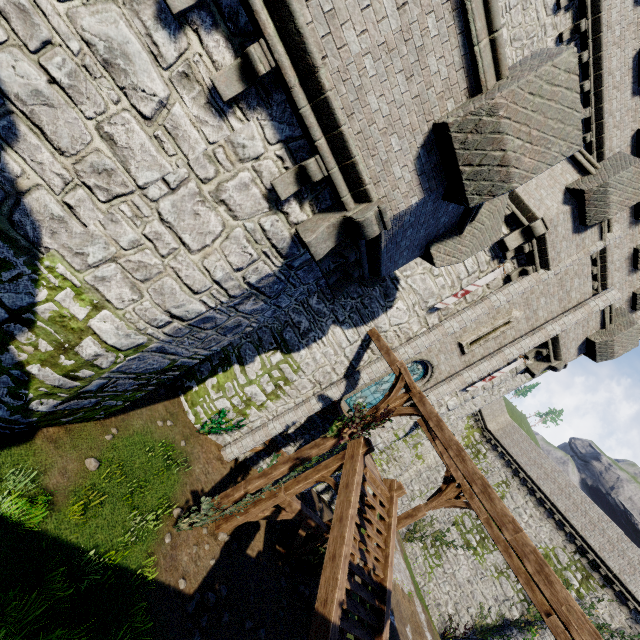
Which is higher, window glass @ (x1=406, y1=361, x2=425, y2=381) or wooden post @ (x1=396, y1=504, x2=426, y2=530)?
window glass @ (x1=406, y1=361, x2=425, y2=381)

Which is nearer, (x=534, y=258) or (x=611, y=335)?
(x=534, y=258)

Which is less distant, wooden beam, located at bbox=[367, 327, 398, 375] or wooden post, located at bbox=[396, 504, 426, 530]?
wooden beam, located at bbox=[367, 327, 398, 375]

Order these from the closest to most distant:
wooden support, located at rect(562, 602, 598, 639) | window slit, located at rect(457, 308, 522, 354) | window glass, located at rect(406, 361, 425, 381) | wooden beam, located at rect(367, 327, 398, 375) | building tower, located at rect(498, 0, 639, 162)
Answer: wooden support, located at rect(562, 602, 598, 639) < wooden beam, located at rect(367, 327, 398, 375) < building tower, located at rect(498, 0, 639, 162) < window slit, located at rect(457, 308, 522, 354) < window glass, located at rect(406, 361, 425, 381)

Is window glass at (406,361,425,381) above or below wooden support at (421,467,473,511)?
above

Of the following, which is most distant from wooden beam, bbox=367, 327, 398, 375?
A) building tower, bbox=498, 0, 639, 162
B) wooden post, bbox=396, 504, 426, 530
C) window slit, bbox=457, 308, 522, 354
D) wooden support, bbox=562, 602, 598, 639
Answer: wooden post, bbox=396, 504, 426, 530

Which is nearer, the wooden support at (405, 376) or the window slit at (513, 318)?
the wooden support at (405, 376)

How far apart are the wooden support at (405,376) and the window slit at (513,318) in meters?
4.3
